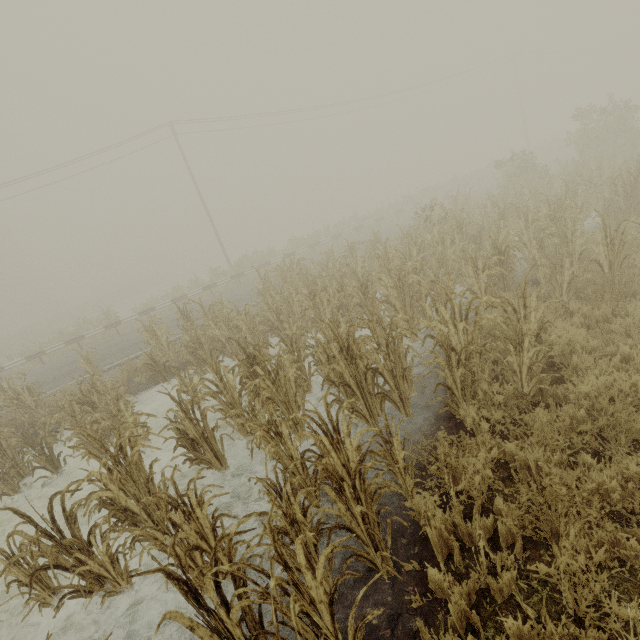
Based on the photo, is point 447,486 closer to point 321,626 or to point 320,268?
point 321,626
